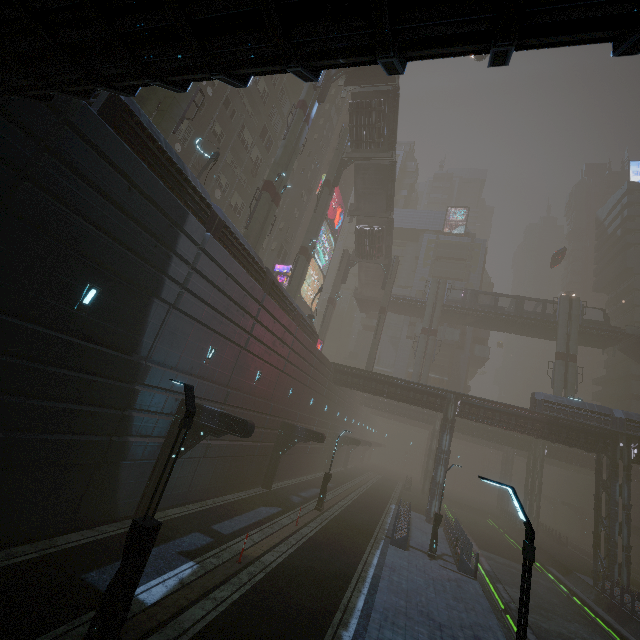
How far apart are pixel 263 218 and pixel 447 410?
25.13m

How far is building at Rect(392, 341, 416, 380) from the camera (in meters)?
57.38

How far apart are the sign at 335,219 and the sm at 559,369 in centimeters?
3360cm

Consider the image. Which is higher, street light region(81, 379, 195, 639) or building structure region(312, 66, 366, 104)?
building structure region(312, 66, 366, 104)

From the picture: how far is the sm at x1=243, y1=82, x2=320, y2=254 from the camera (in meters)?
24.73

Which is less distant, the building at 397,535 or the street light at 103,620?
the street light at 103,620

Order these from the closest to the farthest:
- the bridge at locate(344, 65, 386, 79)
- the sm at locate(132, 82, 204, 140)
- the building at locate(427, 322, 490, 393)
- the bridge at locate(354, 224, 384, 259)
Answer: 1. the sm at locate(132, 82, 204, 140)
2. the bridge at locate(344, 65, 386, 79)
3. the bridge at locate(354, 224, 384, 259)
4. the building at locate(427, 322, 490, 393)

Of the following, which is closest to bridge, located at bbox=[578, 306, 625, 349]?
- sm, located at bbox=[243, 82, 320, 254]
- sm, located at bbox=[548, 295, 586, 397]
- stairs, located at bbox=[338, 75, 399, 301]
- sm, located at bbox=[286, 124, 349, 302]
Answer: sm, located at bbox=[548, 295, 586, 397]
